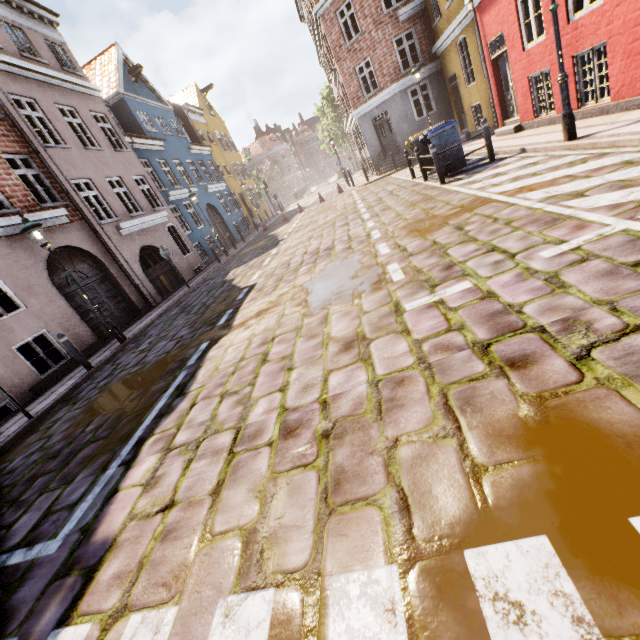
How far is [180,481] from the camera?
2.89m

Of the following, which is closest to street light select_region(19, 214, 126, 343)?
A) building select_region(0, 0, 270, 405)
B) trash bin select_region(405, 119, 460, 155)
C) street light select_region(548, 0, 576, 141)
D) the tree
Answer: trash bin select_region(405, 119, 460, 155)

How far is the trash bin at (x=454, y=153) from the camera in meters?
9.4 m

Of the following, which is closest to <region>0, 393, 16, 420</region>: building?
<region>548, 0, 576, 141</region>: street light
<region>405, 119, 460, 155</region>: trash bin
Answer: <region>405, 119, 460, 155</region>: trash bin

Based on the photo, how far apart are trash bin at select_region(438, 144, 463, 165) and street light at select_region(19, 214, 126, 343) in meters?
10.6

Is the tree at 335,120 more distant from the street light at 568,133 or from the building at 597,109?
the street light at 568,133
